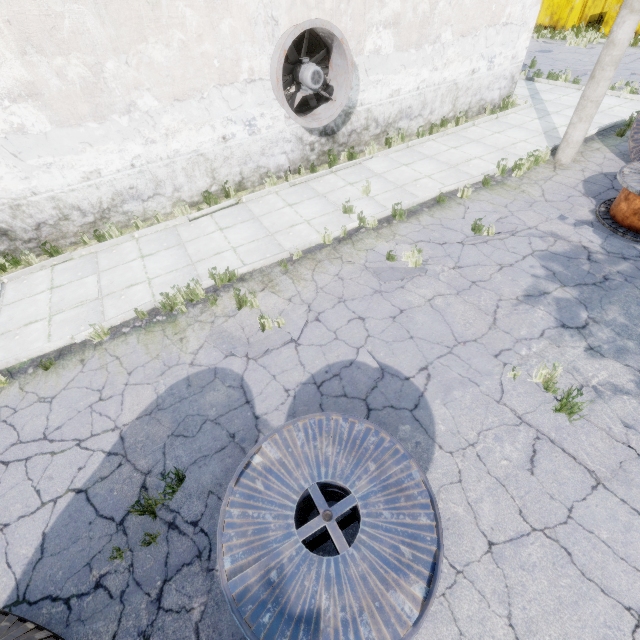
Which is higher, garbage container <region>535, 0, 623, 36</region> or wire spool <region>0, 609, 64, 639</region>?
garbage container <region>535, 0, 623, 36</region>

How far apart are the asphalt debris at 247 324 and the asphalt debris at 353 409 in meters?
1.0 m

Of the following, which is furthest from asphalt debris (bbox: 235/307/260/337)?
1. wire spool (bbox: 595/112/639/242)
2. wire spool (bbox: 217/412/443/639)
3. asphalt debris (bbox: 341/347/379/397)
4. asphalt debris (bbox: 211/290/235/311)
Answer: wire spool (bbox: 595/112/639/242)

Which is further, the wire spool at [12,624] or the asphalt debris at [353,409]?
the asphalt debris at [353,409]

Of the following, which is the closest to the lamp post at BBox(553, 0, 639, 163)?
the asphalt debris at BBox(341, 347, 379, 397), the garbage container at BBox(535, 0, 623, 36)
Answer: the asphalt debris at BBox(341, 347, 379, 397)

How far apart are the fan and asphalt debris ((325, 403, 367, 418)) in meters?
6.8 m

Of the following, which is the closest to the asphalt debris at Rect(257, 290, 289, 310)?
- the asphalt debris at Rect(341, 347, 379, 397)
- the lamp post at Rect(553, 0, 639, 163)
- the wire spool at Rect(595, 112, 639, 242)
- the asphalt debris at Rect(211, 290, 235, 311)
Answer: the asphalt debris at Rect(211, 290, 235, 311)

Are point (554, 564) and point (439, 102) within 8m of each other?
no
